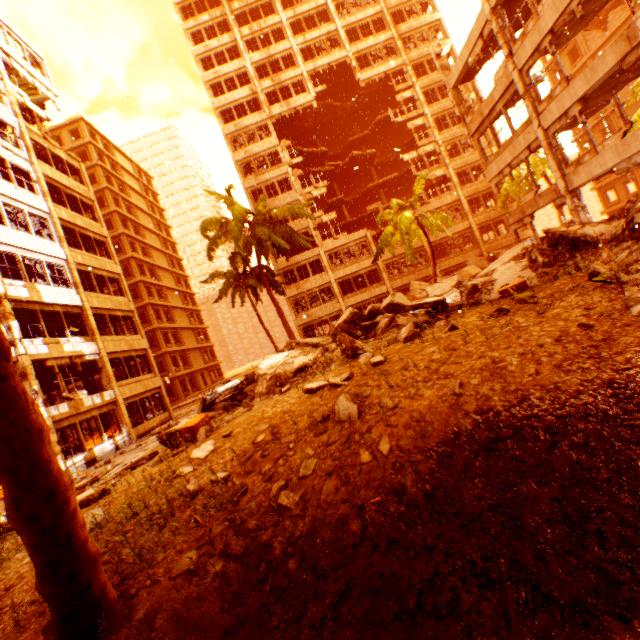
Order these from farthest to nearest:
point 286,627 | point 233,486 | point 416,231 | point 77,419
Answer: point 416,231 < point 77,419 < point 233,486 < point 286,627

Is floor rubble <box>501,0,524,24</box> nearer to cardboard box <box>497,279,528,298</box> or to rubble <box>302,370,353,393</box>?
rubble <box>302,370,353,393</box>

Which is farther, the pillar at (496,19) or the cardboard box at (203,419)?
the pillar at (496,19)

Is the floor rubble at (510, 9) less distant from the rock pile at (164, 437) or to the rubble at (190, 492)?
the rubble at (190, 492)

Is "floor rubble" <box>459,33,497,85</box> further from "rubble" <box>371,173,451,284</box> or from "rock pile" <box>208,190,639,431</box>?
"rock pile" <box>208,190,639,431</box>

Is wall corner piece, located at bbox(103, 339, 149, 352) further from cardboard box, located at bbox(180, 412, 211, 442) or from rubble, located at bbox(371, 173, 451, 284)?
cardboard box, located at bbox(180, 412, 211, 442)

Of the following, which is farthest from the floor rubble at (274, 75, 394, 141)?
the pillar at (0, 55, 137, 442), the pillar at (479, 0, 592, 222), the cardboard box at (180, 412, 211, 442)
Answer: the cardboard box at (180, 412, 211, 442)

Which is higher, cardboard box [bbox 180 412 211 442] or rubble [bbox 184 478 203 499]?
cardboard box [bbox 180 412 211 442]
